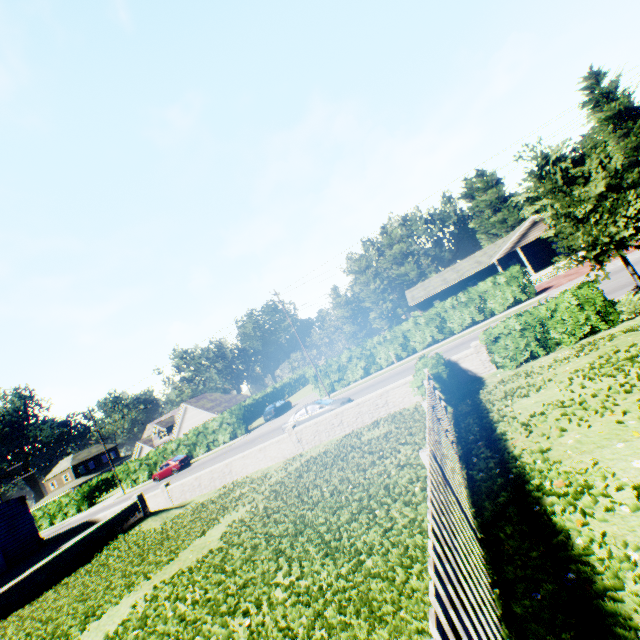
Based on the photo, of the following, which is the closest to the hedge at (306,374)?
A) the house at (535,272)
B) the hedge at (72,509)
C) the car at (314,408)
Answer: the car at (314,408)

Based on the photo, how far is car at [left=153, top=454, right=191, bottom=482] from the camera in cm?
3488

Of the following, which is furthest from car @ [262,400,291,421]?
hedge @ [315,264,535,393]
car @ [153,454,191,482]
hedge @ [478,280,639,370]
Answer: hedge @ [478,280,639,370]

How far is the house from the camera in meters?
34.4

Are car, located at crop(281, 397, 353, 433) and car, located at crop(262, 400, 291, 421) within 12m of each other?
no

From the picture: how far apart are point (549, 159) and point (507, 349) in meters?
6.9

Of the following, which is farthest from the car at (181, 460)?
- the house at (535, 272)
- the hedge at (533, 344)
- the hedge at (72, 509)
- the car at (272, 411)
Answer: the hedge at (533, 344)

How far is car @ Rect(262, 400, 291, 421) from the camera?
37.4m
